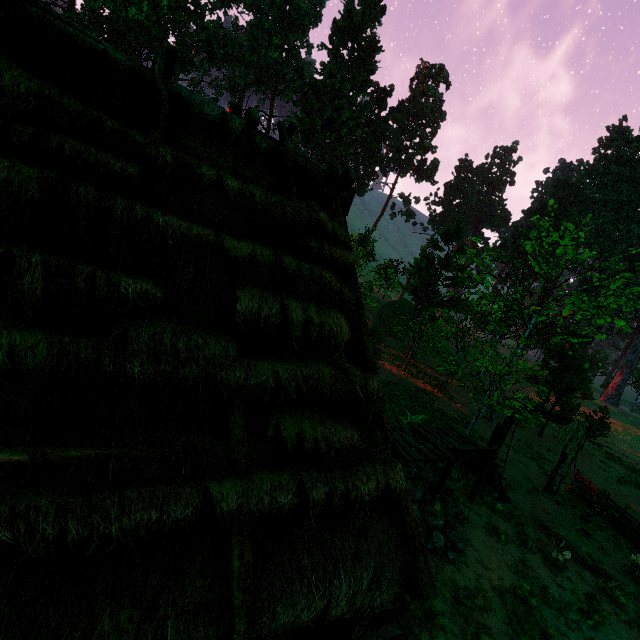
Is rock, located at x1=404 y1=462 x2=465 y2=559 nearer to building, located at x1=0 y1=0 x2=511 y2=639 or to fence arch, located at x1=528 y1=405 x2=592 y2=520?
building, located at x1=0 y1=0 x2=511 y2=639

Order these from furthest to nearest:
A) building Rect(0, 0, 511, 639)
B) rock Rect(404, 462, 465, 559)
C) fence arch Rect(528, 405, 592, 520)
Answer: fence arch Rect(528, 405, 592, 520)
rock Rect(404, 462, 465, 559)
building Rect(0, 0, 511, 639)

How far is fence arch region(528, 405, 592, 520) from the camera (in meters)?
13.51

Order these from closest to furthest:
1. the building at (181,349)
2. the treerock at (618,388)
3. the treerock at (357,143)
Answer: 1. the building at (181,349)
2. the treerock at (357,143)
3. the treerock at (618,388)

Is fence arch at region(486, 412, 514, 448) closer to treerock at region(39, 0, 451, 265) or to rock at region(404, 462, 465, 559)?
treerock at region(39, 0, 451, 265)

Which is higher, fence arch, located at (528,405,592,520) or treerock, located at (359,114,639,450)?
treerock, located at (359,114,639,450)

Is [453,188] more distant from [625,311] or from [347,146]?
[625,311]

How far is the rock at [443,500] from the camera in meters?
8.0
